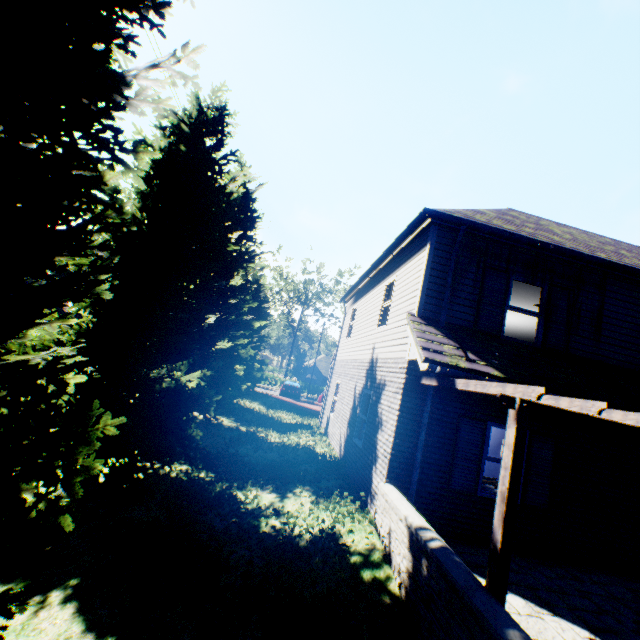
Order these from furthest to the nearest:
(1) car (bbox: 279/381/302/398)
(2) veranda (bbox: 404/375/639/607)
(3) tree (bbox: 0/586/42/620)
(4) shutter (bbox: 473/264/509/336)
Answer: (1) car (bbox: 279/381/302/398) < (4) shutter (bbox: 473/264/509/336) < (2) veranda (bbox: 404/375/639/607) < (3) tree (bbox: 0/586/42/620)

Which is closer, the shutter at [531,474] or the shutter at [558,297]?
the shutter at [531,474]

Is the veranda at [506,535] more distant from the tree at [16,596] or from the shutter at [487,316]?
the tree at [16,596]

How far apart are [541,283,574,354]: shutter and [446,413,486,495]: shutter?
2.3 meters

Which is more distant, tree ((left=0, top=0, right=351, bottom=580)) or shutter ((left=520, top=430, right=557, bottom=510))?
shutter ((left=520, top=430, right=557, bottom=510))

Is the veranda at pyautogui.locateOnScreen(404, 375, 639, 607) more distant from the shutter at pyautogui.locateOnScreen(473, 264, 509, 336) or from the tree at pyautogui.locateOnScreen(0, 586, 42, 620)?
the tree at pyautogui.locateOnScreen(0, 586, 42, 620)

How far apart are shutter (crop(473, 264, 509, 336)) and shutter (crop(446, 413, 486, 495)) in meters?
1.9

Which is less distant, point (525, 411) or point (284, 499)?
point (525, 411)
